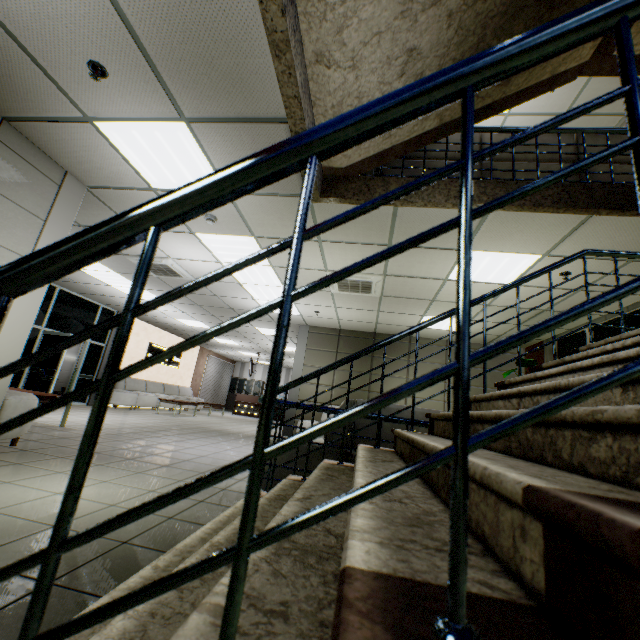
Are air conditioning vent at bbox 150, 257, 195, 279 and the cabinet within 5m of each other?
no

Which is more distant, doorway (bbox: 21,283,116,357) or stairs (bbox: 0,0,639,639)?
doorway (bbox: 21,283,116,357)

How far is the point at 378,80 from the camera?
2.7m

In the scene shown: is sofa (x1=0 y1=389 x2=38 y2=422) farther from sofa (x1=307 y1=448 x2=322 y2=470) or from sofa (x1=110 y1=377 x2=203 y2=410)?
→ sofa (x1=110 y1=377 x2=203 y2=410)

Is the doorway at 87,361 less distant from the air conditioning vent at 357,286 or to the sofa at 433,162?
the air conditioning vent at 357,286

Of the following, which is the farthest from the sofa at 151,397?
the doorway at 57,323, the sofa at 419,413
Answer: the sofa at 419,413

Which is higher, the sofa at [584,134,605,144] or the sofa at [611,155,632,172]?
the sofa at [584,134,605,144]

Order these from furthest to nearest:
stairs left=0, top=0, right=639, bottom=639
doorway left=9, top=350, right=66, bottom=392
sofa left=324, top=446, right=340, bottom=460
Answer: doorway left=9, top=350, right=66, bottom=392 < sofa left=324, top=446, right=340, bottom=460 < stairs left=0, top=0, right=639, bottom=639
